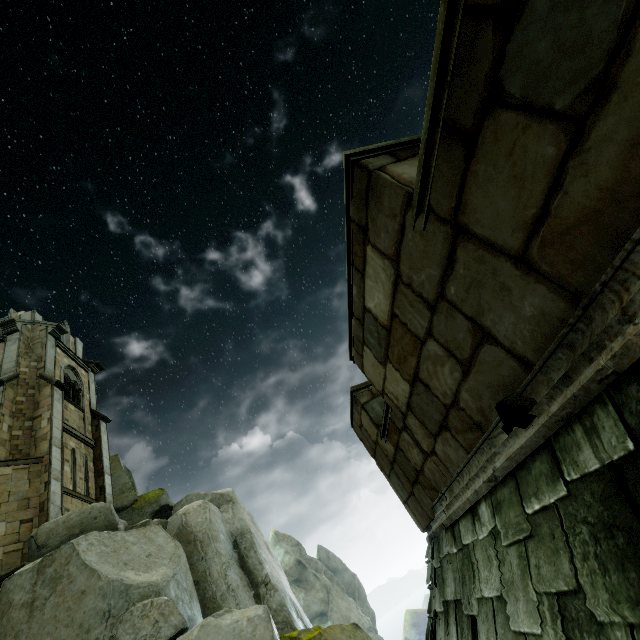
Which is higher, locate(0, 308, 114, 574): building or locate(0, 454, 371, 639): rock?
locate(0, 308, 114, 574): building

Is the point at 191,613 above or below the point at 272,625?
above

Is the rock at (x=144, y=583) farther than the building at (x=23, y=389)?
No

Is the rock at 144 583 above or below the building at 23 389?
below

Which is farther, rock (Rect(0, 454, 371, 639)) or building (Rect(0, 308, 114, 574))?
building (Rect(0, 308, 114, 574))
